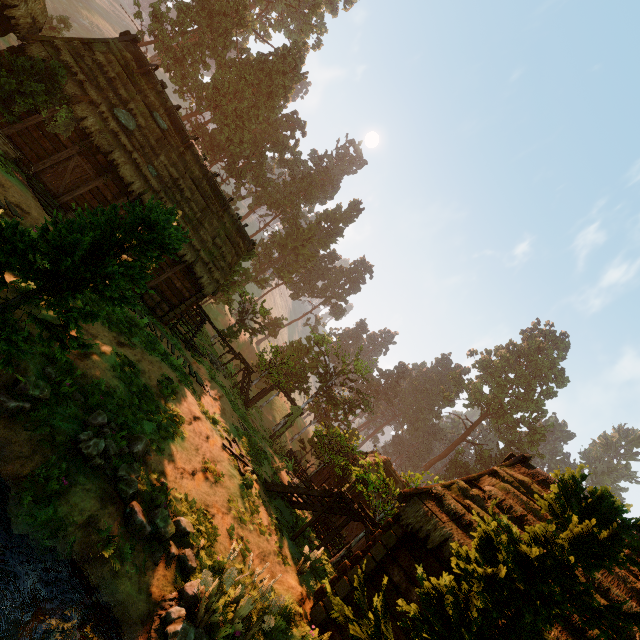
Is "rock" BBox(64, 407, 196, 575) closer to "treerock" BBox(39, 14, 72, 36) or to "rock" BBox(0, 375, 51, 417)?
"rock" BBox(0, 375, 51, 417)

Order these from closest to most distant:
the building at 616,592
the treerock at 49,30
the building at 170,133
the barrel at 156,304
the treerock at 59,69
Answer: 1. the building at 616,592
2. the treerock at 59,69
3. the building at 170,133
4. the barrel at 156,304
5. the treerock at 49,30

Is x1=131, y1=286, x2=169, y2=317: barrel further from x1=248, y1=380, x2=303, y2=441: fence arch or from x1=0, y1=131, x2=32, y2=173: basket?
x1=248, y1=380, x2=303, y2=441: fence arch

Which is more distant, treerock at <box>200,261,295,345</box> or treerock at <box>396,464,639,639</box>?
treerock at <box>200,261,295,345</box>

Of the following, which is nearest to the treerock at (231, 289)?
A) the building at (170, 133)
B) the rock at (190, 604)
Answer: the building at (170, 133)

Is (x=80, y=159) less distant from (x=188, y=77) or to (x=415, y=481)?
(x=415, y=481)

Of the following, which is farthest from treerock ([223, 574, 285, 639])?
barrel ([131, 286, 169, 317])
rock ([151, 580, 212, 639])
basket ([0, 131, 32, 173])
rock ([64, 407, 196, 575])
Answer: barrel ([131, 286, 169, 317])

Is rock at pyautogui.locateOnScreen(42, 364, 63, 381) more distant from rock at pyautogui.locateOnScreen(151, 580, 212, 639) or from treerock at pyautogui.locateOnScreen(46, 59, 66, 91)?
rock at pyautogui.locateOnScreen(151, 580, 212, 639)
